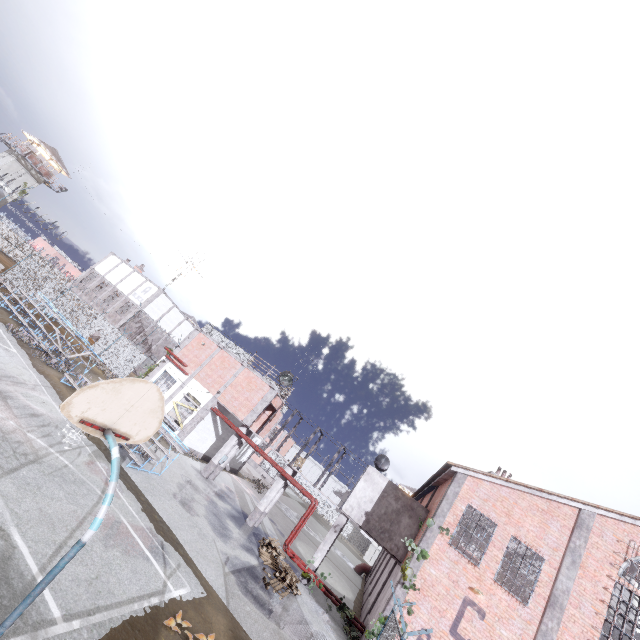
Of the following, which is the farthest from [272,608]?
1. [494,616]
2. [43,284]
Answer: [43,284]

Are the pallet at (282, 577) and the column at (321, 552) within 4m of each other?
yes

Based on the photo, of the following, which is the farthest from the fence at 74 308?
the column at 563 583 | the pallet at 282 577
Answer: the pallet at 282 577

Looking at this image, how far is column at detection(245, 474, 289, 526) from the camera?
19.4 meters

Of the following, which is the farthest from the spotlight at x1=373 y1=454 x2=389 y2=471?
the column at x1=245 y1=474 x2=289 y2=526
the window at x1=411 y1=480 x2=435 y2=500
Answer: the column at x1=245 y1=474 x2=289 y2=526

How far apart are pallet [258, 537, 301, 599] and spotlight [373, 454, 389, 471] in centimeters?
730cm

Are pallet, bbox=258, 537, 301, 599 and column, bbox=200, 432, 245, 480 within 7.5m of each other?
yes

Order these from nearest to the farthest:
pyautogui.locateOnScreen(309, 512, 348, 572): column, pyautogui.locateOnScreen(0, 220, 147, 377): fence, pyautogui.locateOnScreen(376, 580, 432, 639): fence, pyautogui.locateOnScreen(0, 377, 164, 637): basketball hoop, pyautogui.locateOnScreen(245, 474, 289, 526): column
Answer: pyautogui.locateOnScreen(0, 377, 164, 637): basketball hoop, pyautogui.locateOnScreen(376, 580, 432, 639): fence, pyautogui.locateOnScreen(309, 512, 348, 572): column, pyautogui.locateOnScreen(245, 474, 289, 526): column, pyautogui.locateOnScreen(0, 220, 147, 377): fence
